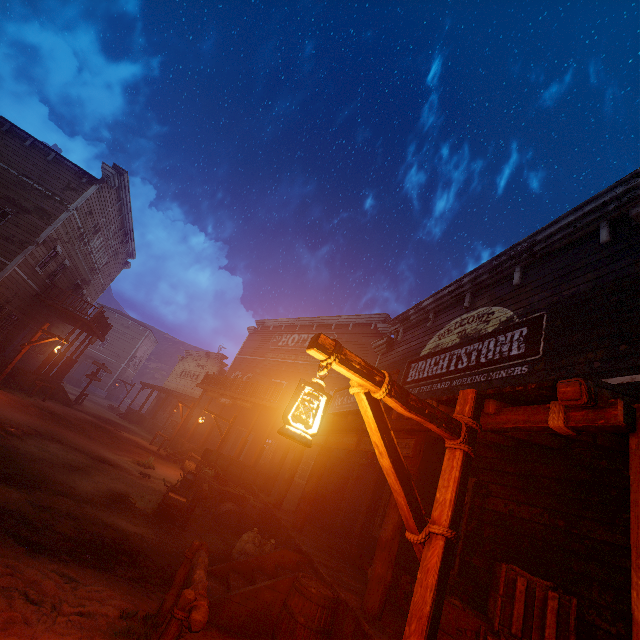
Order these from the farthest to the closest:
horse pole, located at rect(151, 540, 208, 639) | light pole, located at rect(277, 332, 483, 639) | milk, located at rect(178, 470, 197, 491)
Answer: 1. milk, located at rect(178, 470, 197, 491)
2. horse pole, located at rect(151, 540, 208, 639)
3. light pole, located at rect(277, 332, 483, 639)

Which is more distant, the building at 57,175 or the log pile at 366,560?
the building at 57,175

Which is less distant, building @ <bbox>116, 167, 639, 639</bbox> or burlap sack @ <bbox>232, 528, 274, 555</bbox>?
building @ <bbox>116, 167, 639, 639</bbox>

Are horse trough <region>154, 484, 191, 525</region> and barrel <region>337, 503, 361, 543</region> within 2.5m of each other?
no

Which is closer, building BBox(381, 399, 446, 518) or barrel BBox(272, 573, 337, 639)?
barrel BBox(272, 573, 337, 639)

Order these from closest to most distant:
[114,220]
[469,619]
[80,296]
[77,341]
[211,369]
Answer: [469,619], [114,220], [80,296], [211,369], [77,341]

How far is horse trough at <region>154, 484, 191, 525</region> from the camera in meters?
7.8

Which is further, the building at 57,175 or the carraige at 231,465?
the building at 57,175
